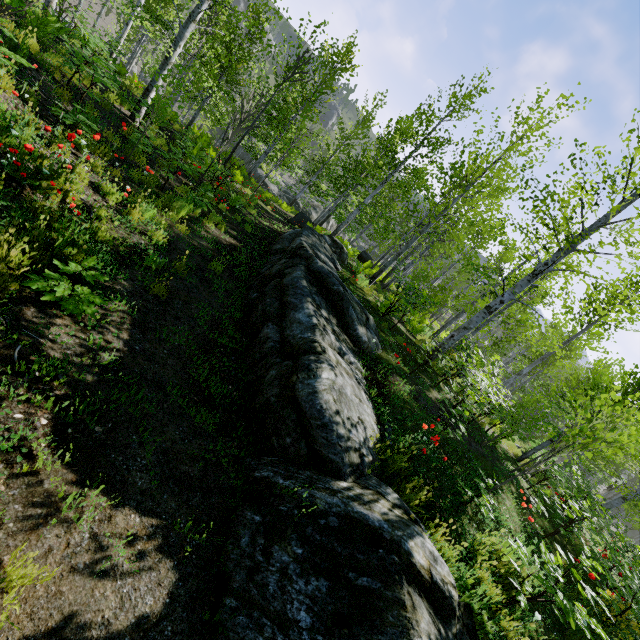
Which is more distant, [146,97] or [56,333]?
[146,97]

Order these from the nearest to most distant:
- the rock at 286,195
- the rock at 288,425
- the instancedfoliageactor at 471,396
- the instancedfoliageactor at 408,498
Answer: the rock at 288,425 → the instancedfoliageactor at 408,498 → the instancedfoliageactor at 471,396 → the rock at 286,195

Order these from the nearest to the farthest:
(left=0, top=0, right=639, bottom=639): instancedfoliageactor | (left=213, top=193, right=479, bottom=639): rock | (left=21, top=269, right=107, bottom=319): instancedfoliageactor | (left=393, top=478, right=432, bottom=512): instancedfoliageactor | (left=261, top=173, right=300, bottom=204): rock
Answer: (left=213, top=193, right=479, bottom=639): rock → (left=21, top=269, right=107, bottom=319): instancedfoliageactor → (left=393, top=478, right=432, bottom=512): instancedfoliageactor → (left=0, top=0, right=639, bottom=639): instancedfoliageactor → (left=261, top=173, right=300, bottom=204): rock

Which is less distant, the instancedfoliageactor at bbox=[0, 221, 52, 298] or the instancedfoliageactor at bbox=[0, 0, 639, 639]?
the instancedfoliageactor at bbox=[0, 221, 52, 298]

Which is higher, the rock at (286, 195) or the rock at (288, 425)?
the rock at (288, 425)

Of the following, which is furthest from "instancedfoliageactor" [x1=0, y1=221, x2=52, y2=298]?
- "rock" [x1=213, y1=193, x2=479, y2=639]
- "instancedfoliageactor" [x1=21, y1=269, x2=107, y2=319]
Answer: "instancedfoliageactor" [x1=21, y1=269, x2=107, y2=319]

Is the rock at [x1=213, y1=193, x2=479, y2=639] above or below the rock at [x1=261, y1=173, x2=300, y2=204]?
above
